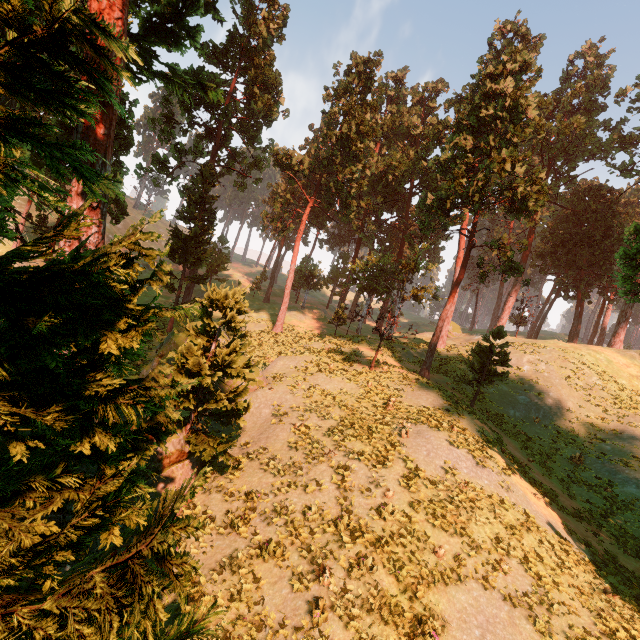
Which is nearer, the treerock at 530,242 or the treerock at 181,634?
the treerock at 530,242

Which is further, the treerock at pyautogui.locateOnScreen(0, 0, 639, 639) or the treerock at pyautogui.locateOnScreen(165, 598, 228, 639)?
the treerock at pyautogui.locateOnScreen(165, 598, 228, 639)

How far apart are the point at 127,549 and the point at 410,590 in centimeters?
957cm

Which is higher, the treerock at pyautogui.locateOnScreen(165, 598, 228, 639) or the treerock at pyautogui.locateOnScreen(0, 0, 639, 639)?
the treerock at pyautogui.locateOnScreen(165, 598, 228, 639)

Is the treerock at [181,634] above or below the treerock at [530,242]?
above
